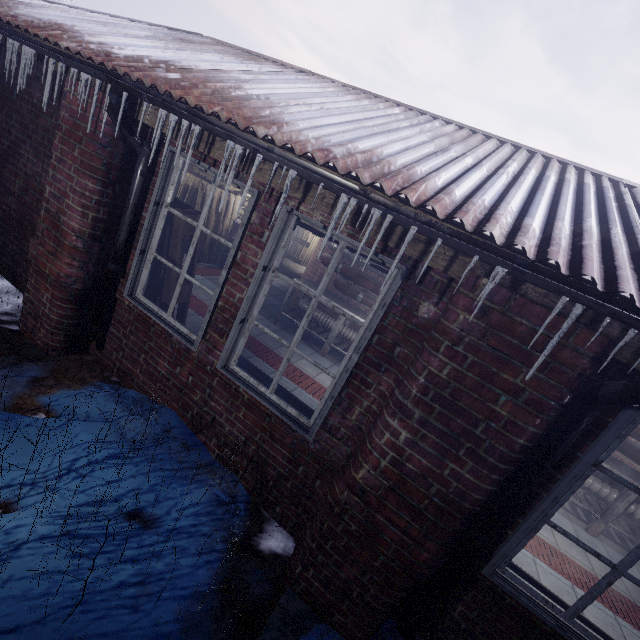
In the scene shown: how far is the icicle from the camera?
2.4 meters

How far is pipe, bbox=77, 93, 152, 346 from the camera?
2.3 meters

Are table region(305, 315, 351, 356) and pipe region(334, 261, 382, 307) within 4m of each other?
yes

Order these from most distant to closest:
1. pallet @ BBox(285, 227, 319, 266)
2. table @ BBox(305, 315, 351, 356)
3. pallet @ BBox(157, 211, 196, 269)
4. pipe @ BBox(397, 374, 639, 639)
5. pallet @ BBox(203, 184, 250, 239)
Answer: pallet @ BBox(285, 227, 319, 266)
pallet @ BBox(203, 184, 250, 239)
table @ BBox(305, 315, 351, 356)
pallet @ BBox(157, 211, 196, 269)
pipe @ BBox(397, 374, 639, 639)

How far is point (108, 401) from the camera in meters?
2.6

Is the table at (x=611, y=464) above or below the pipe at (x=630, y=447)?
below

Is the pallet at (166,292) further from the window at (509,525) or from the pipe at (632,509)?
the pipe at (632,509)

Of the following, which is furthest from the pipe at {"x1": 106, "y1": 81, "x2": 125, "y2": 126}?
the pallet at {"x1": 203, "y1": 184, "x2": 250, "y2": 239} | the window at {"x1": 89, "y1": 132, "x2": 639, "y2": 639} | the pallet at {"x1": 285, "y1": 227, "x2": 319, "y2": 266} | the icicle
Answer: the pallet at {"x1": 285, "y1": 227, "x2": 319, "y2": 266}
